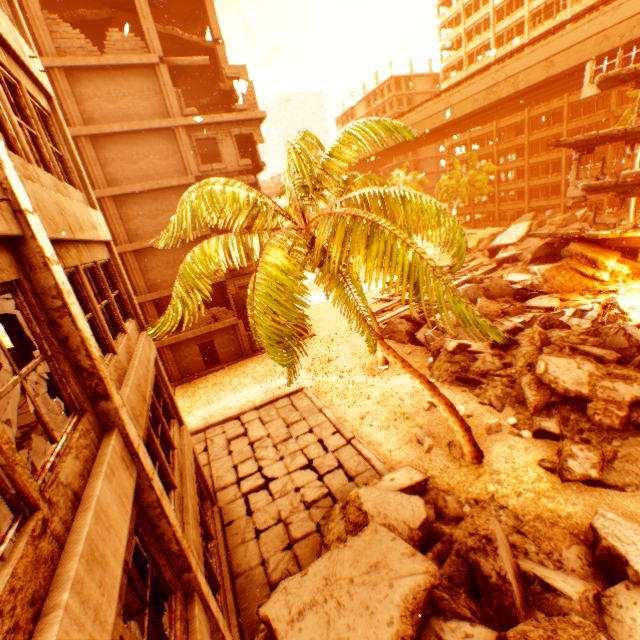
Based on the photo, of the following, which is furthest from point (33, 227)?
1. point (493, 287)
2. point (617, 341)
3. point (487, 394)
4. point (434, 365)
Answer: point (493, 287)

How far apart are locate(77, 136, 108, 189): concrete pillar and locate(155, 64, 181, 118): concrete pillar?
4.3 meters

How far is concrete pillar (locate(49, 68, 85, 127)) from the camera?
16.28m

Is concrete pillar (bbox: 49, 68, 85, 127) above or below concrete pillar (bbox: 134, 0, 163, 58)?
below

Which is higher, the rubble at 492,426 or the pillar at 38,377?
the pillar at 38,377

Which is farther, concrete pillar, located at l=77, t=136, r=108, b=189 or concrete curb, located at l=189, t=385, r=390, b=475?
concrete pillar, located at l=77, t=136, r=108, b=189

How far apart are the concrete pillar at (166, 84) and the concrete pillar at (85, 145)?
4.3 meters

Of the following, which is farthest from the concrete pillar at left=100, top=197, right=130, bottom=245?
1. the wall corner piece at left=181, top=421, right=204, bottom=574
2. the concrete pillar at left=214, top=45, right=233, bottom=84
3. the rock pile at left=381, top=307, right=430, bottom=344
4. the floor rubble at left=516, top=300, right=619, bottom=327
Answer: the floor rubble at left=516, top=300, right=619, bottom=327
